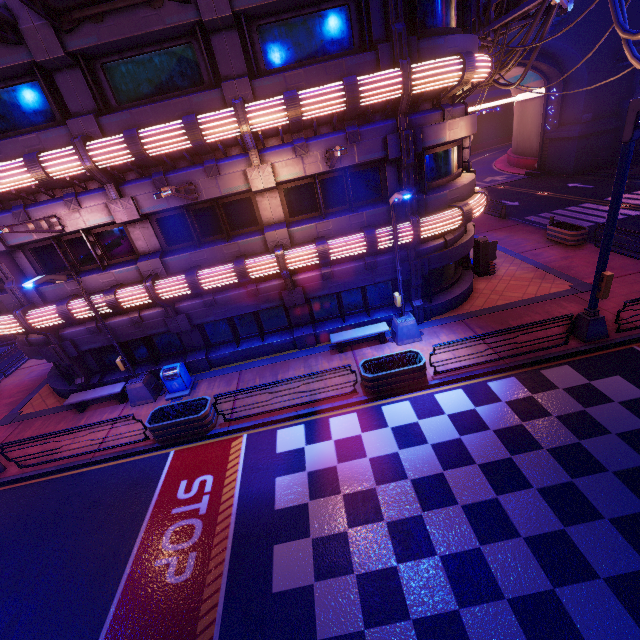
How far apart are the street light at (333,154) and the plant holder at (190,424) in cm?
898

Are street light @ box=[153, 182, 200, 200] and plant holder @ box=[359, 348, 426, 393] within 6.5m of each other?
no

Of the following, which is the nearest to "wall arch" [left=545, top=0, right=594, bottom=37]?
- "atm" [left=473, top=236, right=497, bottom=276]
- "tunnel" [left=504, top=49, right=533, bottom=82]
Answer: "tunnel" [left=504, top=49, right=533, bottom=82]

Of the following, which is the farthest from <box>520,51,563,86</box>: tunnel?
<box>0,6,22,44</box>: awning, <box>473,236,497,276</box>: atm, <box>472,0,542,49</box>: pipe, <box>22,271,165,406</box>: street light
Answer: <box>22,271,165,406</box>: street light

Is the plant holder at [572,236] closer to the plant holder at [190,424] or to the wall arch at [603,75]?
the wall arch at [603,75]

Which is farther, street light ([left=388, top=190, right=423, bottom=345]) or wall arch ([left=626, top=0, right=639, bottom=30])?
wall arch ([left=626, top=0, right=639, bottom=30])

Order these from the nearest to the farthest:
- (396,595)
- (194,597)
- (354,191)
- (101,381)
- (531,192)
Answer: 1. (396,595)
2. (194,597)
3. (354,191)
4. (101,381)
5. (531,192)

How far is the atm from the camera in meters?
16.3 m
